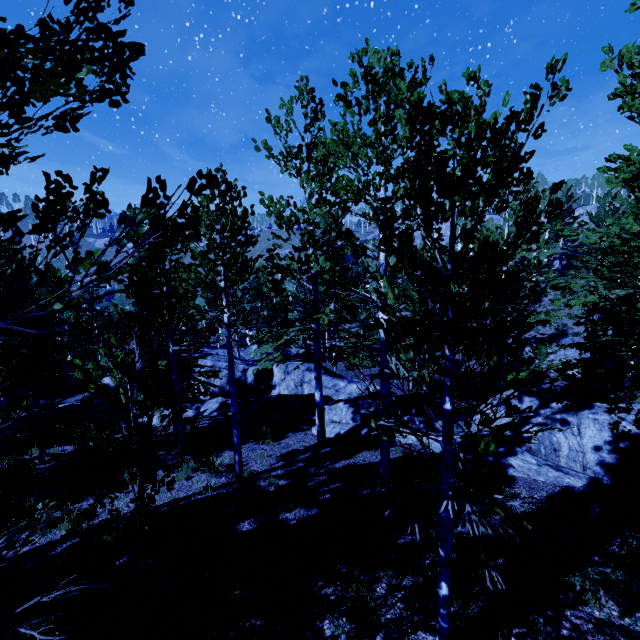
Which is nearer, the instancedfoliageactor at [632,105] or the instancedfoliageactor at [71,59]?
the instancedfoliageactor at [71,59]

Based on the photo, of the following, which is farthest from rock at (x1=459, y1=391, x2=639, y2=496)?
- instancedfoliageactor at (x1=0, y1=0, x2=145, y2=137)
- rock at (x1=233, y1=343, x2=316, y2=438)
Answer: rock at (x1=233, y1=343, x2=316, y2=438)

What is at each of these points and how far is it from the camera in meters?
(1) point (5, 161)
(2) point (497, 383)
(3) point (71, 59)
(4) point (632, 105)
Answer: (1) instancedfoliageactor, 2.3 m
(2) instancedfoliageactor, 2.7 m
(3) instancedfoliageactor, 1.5 m
(4) instancedfoliageactor, 4.1 m

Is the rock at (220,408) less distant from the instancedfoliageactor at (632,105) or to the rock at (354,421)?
the instancedfoliageactor at (632,105)

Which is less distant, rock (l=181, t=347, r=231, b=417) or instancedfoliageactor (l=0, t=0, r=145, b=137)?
instancedfoliageactor (l=0, t=0, r=145, b=137)

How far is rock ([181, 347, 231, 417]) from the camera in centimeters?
1709cm

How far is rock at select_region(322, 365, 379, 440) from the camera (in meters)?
12.01
